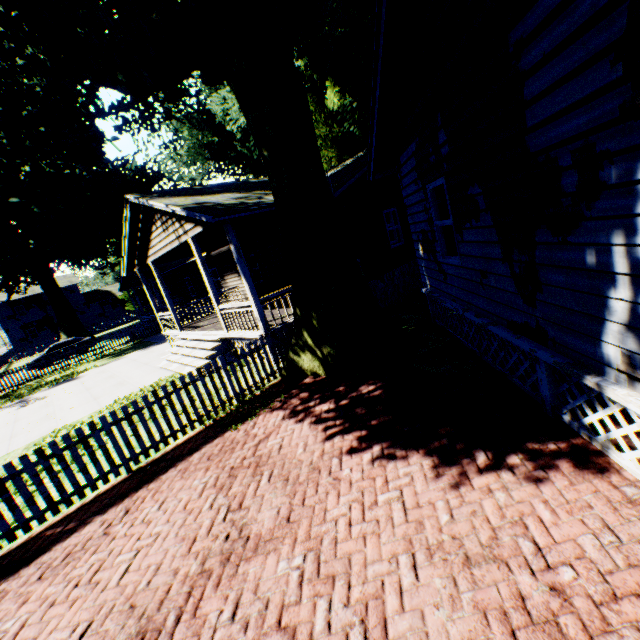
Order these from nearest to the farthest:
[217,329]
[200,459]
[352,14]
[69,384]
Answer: [200,459], [217,329], [69,384], [352,14]

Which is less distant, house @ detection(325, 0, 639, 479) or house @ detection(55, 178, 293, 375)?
house @ detection(325, 0, 639, 479)

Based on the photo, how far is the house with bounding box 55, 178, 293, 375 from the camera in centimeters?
952cm

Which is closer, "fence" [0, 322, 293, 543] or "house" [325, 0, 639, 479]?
"house" [325, 0, 639, 479]

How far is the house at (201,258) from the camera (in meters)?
9.52

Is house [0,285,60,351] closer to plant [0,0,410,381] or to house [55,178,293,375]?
plant [0,0,410,381]

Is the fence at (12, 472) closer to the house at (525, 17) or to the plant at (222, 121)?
the plant at (222, 121)

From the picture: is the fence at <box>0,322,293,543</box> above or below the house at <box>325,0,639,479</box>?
below
